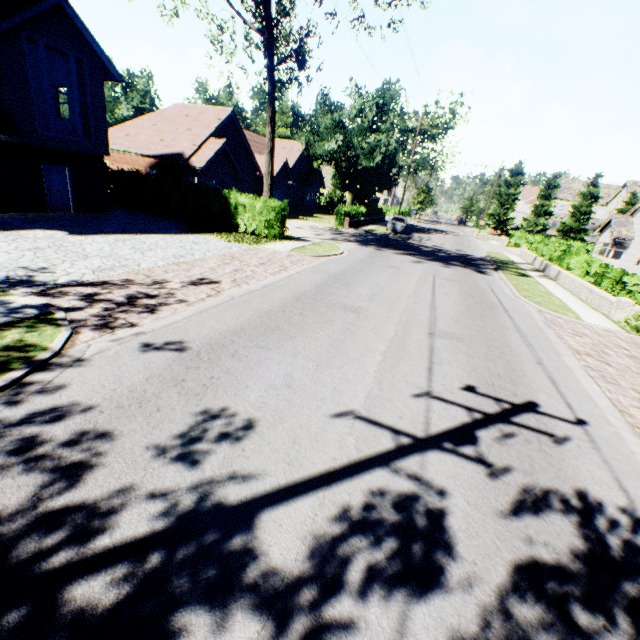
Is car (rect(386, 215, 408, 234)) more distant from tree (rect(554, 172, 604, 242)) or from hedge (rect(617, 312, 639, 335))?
hedge (rect(617, 312, 639, 335))

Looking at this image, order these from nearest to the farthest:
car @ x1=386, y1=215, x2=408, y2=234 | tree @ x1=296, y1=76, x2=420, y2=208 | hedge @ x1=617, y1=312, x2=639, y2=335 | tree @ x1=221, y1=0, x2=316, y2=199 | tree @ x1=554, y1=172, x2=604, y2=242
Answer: hedge @ x1=617, y1=312, x2=639, y2=335
tree @ x1=221, y1=0, x2=316, y2=199
tree @ x1=296, y1=76, x2=420, y2=208
car @ x1=386, y1=215, x2=408, y2=234
tree @ x1=554, y1=172, x2=604, y2=242

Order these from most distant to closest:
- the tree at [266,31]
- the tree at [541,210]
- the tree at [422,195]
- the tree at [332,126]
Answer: the tree at [422,195]
the tree at [541,210]
the tree at [332,126]
the tree at [266,31]

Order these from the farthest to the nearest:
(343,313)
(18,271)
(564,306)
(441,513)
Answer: (564,306), (343,313), (18,271), (441,513)

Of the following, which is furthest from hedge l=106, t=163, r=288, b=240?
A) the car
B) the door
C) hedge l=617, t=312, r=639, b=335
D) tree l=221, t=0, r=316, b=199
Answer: hedge l=617, t=312, r=639, b=335

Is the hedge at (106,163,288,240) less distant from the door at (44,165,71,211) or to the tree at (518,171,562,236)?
the tree at (518,171,562,236)

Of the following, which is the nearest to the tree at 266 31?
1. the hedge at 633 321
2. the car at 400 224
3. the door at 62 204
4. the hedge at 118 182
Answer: the hedge at 118 182
